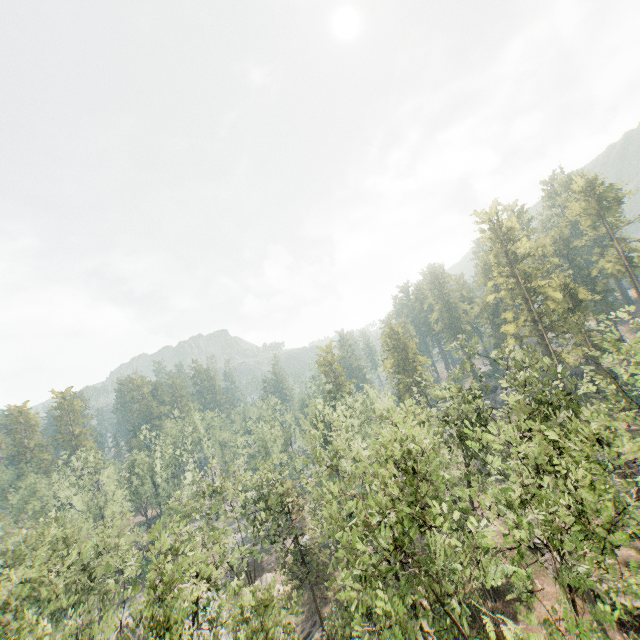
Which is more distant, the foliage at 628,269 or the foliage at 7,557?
the foliage at 628,269

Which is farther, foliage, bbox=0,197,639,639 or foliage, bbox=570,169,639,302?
foliage, bbox=570,169,639,302

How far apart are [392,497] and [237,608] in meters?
11.1
